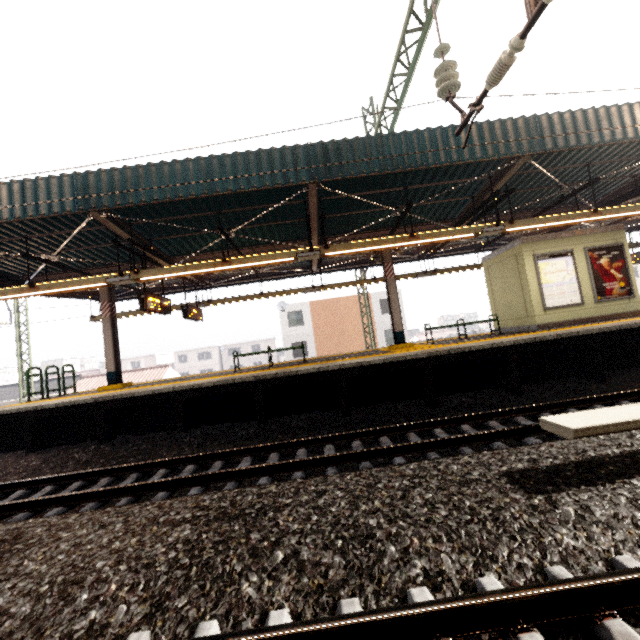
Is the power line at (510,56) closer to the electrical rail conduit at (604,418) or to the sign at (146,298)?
the electrical rail conduit at (604,418)

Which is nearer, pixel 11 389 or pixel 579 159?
pixel 579 159

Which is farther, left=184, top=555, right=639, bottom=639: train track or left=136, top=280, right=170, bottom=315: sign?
left=136, top=280, right=170, bottom=315: sign

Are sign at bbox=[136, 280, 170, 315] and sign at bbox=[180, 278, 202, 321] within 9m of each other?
yes

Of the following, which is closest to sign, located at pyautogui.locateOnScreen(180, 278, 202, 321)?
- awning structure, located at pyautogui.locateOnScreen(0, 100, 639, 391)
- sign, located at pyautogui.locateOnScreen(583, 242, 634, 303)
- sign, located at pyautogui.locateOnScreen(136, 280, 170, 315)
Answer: awning structure, located at pyautogui.locateOnScreen(0, 100, 639, 391)

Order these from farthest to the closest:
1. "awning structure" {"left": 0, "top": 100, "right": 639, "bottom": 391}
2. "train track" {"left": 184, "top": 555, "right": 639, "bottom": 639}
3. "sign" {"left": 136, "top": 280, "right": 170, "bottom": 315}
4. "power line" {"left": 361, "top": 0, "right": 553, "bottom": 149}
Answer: "sign" {"left": 136, "top": 280, "right": 170, "bottom": 315} → "awning structure" {"left": 0, "top": 100, "right": 639, "bottom": 391} → "power line" {"left": 361, "top": 0, "right": 553, "bottom": 149} → "train track" {"left": 184, "top": 555, "right": 639, "bottom": 639}

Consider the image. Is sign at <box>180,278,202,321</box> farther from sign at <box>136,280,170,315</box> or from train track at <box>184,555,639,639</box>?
train track at <box>184,555,639,639</box>

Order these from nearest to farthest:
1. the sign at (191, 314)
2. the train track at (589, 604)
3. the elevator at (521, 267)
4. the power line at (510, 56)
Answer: the train track at (589, 604) < the power line at (510, 56) < the elevator at (521, 267) < the sign at (191, 314)
